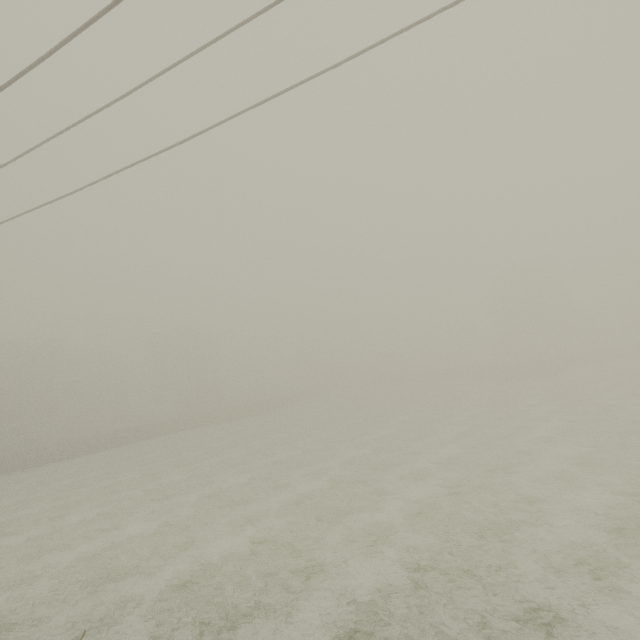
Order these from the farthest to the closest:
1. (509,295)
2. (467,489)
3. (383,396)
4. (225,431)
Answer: (509,295)
(383,396)
(225,431)
(467,489)
